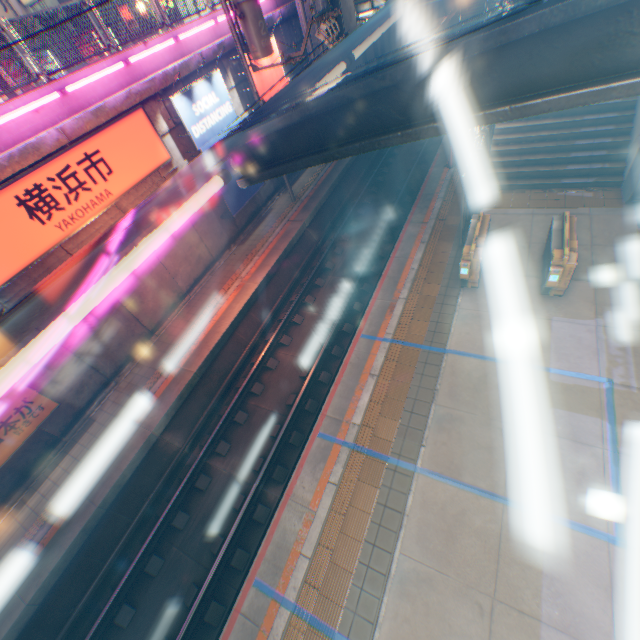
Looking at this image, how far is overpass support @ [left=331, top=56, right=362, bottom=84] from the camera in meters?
15.9

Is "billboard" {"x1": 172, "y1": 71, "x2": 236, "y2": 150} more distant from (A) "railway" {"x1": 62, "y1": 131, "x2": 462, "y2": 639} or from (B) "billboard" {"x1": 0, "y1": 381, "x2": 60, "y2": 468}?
(B) "billboard" {"x1": 0, "y1": 381, "x2": 60, "y2": 468}

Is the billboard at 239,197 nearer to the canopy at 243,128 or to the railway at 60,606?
the railway at 60,606

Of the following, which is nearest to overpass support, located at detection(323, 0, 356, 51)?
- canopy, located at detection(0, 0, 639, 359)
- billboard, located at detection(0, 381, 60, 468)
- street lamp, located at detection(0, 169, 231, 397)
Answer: canopy, located at detection(0, 0, 639, 359)

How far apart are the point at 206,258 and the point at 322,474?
9.84m

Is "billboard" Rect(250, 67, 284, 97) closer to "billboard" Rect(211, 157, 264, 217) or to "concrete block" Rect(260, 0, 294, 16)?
"concrete block" Rect(260, 0, 294, 16)

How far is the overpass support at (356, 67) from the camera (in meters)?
15.92

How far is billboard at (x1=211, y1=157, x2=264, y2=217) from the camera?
12.60m
